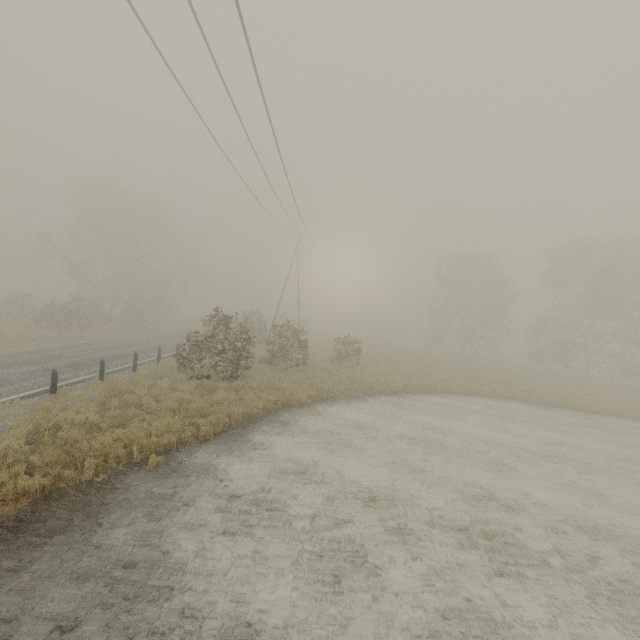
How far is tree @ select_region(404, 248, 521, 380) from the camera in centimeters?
3448cm

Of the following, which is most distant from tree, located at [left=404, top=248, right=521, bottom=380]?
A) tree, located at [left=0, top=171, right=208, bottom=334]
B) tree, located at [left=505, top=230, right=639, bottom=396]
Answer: tree, located at [left=0, top=171, right=208, bottom=334]

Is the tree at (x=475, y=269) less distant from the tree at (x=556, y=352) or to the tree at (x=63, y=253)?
the tree at (x=556, y=352)

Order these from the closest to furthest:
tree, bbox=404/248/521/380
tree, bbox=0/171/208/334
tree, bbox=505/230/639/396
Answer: tree, bbox=505/230/639/396, tree, bbox=0/171/208/334, tree, bbox=404/248/521/380

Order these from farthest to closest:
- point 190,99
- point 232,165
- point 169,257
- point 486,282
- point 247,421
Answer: point 169,257 < point 486,282 < point 232,165 < point 247,421 < point 190,99

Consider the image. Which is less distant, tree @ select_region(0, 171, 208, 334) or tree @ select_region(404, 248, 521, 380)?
tree @ select_region(0, 171, 208, 334)

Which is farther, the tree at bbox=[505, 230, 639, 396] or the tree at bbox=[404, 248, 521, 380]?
the tree at bbox=[404, 248, 521, 380]
